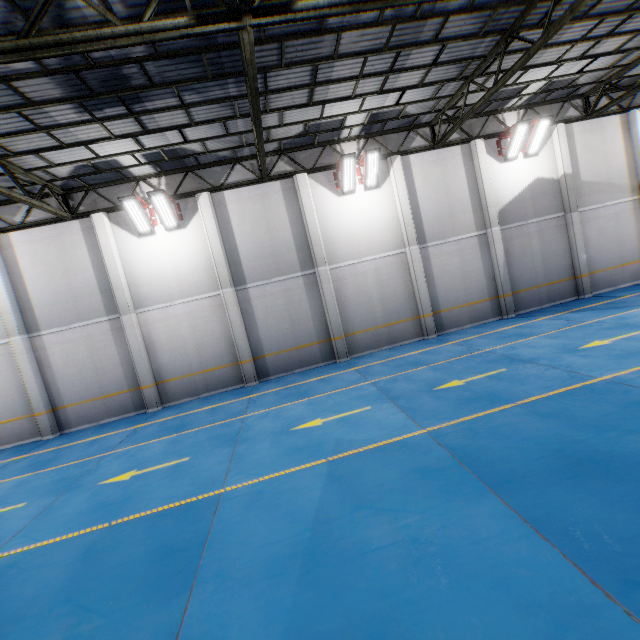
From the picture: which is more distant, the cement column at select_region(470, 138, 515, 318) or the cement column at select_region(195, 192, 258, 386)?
the cement column at select_region(470, 138, 515, 318)

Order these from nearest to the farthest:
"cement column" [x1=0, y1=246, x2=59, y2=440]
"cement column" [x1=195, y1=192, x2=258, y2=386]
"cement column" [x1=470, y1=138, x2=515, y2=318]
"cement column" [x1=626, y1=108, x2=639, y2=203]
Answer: "cement column" [x1=0, y1=246, x2=59, y2=440], "cement column" [x1=195, y1=192, x2=258, y2=386], "cement column" [x1=470, y1=138, x2=515, y2=318], "cement column" [x1=626, y1=108, x2=639, y2=203]

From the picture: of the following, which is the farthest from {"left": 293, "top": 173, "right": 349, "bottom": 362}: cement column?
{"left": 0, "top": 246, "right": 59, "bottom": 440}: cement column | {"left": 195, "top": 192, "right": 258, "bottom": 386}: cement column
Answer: {"left": 0, "top": 246, "right": 59, "bottom": 440}: cement column

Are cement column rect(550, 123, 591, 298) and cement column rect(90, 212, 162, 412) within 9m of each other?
no

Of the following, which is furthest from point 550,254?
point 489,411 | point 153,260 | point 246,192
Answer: point 153,260

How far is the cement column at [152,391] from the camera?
12.3 meters

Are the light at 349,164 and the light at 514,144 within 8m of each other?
yes

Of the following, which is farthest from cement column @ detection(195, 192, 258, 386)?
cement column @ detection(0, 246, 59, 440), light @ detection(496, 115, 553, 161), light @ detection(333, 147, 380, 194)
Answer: light @ detection(496, 115, 553, 161)
